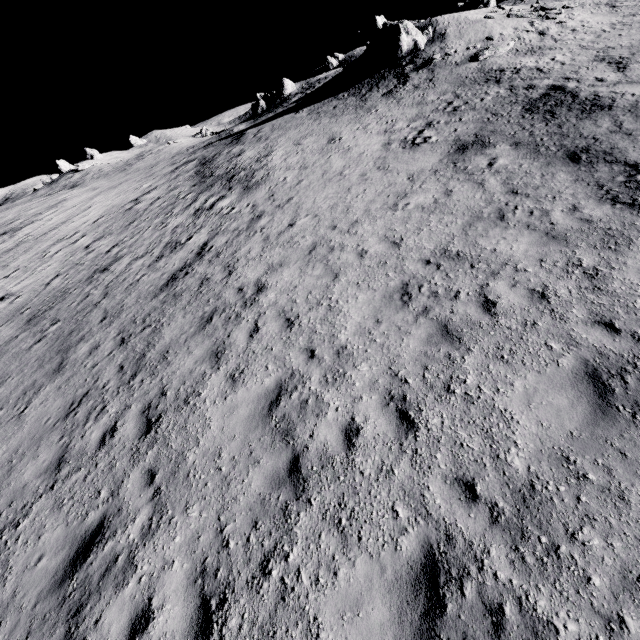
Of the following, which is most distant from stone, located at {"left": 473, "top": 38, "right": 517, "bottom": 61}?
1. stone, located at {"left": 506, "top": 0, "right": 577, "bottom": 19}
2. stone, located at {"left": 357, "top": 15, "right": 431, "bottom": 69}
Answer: stone, located at {"left": 357, "top": 15, "right": 431, "bottom": 69}

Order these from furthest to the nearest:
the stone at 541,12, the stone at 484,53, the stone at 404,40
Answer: the stone at 404,40, the stone at 541,12, the stone at 484,53

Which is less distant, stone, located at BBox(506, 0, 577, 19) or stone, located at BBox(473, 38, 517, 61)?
stone, located at BBox(473, 38, 517, 61)

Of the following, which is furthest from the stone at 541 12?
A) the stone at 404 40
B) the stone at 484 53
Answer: the stone at 404 40

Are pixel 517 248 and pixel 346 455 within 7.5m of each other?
yes

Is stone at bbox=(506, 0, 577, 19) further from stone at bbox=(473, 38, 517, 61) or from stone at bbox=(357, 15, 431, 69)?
stone at bbox=(357, 15, 431, 69)

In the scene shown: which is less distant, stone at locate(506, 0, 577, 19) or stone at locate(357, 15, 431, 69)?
stone at locate(506, 0, 577, 19)
